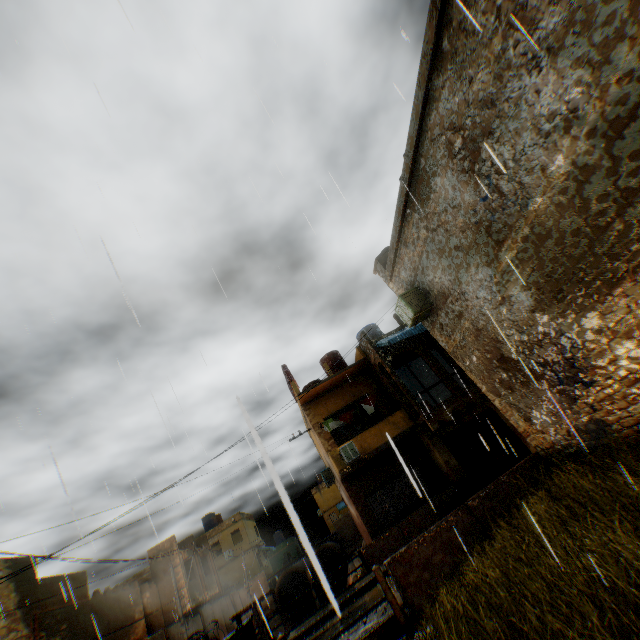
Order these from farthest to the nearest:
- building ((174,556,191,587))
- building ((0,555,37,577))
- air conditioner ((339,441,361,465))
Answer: building ((174,556,191,587)), air conditioner ((339,441,361,465)), building ((0,555,37,577))

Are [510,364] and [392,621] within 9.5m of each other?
yes

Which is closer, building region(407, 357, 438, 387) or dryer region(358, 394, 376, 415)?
dryer region(358, 394, 376, 415)

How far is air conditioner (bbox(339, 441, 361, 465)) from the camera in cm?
1588

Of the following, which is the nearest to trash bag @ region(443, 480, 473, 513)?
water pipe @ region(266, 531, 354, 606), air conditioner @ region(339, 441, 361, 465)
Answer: air conditioner @ region(339, 441, 361, 465)

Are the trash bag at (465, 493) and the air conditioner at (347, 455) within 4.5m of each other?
yes

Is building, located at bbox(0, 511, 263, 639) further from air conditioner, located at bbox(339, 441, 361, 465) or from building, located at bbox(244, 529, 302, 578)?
building, located at bbox(244, 529, 302, 578)

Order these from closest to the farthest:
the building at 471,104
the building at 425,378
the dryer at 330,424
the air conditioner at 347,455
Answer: the building at 471,104, the air conditioner at 347,455, the dryer at 330,424, the building at 425,378
